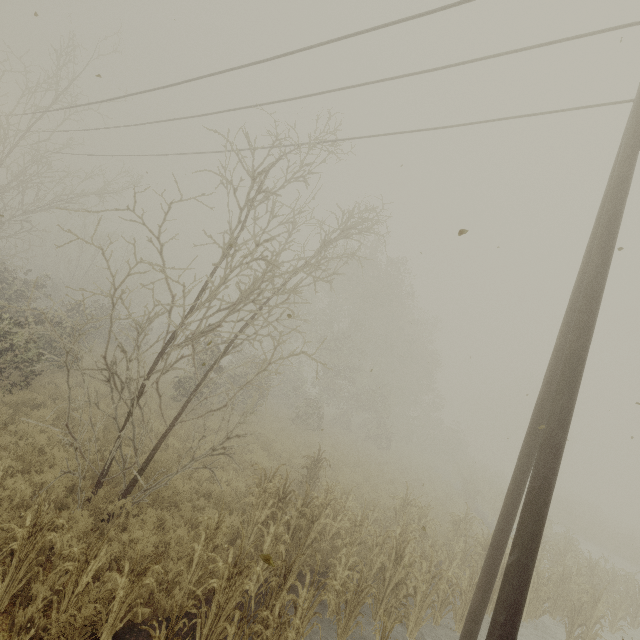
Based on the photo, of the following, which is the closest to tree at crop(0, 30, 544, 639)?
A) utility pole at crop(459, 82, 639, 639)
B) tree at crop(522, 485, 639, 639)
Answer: utility pole at crop(459, 82, 639, 639)

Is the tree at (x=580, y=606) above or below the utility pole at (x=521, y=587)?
below

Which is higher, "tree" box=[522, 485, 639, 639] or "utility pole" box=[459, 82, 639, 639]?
"utility pole" box=[459, 82, 639, 639]

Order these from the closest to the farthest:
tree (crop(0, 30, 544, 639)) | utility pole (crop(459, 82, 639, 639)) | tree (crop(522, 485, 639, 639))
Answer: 1. utility pole (crop(459, 82, 639, 639))
2. tree (crop(0, 30, 544, 639))
3. tree (crop(522, 485, 639, 639))

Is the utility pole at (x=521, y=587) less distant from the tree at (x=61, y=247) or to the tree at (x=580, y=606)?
the tree at (x=61, y=247)

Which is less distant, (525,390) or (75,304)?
(75,304)

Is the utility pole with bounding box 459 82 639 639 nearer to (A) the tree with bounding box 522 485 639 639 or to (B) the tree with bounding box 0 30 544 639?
(B) the tree with bounding box 0 30 544 639
